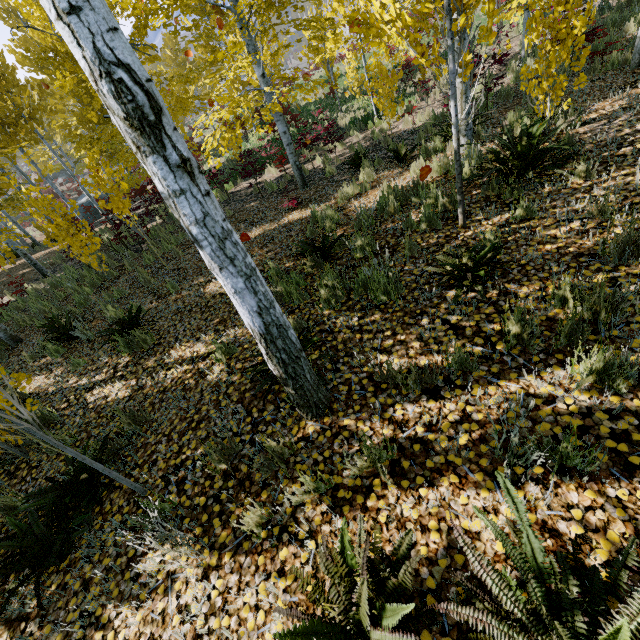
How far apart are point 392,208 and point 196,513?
4.9 meters

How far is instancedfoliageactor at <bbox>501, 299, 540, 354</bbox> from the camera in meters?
2.4 m

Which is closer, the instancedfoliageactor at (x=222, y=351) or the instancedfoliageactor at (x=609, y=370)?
the instancedfoliageactor at (x=609, y=370)

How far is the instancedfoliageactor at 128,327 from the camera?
5.0m

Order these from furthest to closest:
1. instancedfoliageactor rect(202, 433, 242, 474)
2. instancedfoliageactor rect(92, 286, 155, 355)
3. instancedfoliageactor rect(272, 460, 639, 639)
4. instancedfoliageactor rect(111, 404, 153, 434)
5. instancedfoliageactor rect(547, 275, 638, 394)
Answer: instancedfoliageactor rect(92, 286, 155, 355), instancedfoliageactor rect(111, 404, 153, 434), instancedfoliageactor rect(202, 433, 242, 474), instancedfoliageactor rect(547, 275, 638, 394), instancedfoliageactor rect(272, 460, 639, 639)
